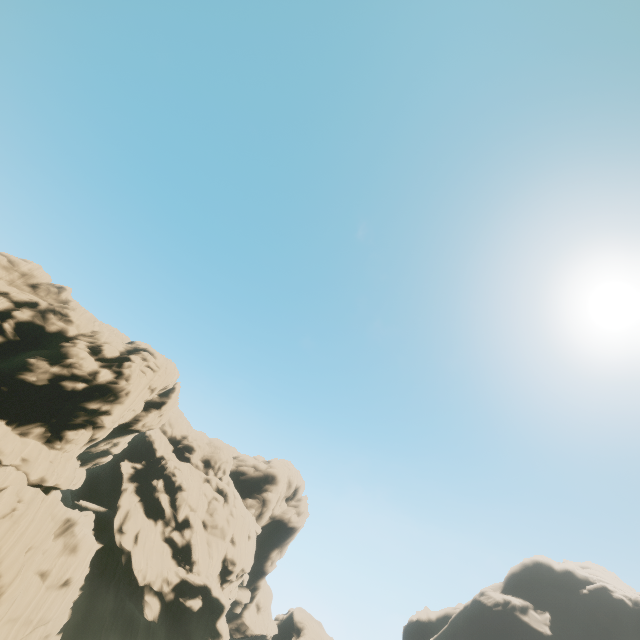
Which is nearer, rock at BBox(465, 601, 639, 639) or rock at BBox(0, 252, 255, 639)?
rock at BBox(0, 252, 255, 639)

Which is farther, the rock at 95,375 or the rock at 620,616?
the rock at 620,616

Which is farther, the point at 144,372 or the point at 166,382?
the point at 166,382
